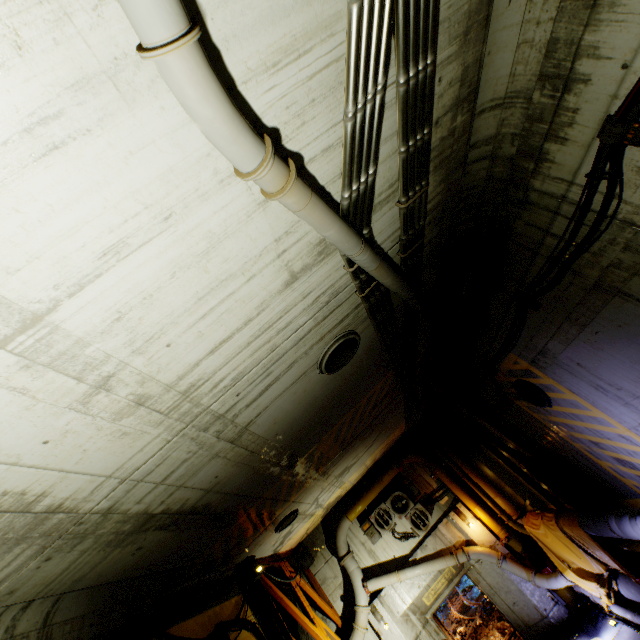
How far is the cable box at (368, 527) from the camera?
12.2 meters

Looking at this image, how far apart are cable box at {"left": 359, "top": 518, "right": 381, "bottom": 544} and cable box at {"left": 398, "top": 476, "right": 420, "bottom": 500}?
1.73m

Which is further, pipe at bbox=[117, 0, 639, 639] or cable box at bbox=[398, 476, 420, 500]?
cable box at bbox=[398, 476, 420, 500]

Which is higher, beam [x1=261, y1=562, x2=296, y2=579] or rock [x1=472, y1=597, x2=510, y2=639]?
beam [x1=261, y1=562, x2=296, y2=579]

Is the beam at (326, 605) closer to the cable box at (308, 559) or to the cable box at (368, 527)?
the cable box at (308, 559)

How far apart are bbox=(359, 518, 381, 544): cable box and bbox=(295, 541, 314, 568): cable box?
2.2m

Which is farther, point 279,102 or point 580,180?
point 580,180

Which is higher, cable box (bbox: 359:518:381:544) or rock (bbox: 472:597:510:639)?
cable box (bbox: 359:518:381:544)
